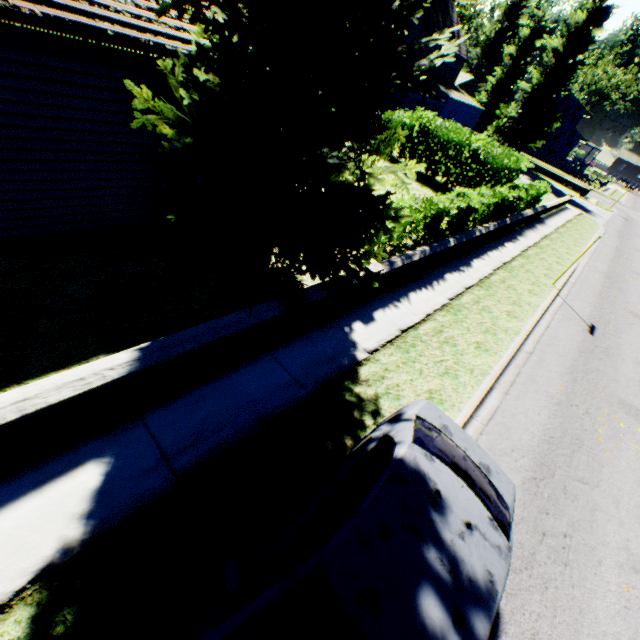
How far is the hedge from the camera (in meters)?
9.79

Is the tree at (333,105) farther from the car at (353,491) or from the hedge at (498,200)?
the car at (353,491)

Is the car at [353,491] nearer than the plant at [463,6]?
Yes

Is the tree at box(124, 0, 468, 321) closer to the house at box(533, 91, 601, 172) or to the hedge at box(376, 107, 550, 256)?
the hedge at box(376, 107, 550, 256)

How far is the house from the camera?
52.2m

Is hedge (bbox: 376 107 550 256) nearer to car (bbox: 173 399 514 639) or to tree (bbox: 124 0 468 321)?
tree (bbox: 124 0 468 321)

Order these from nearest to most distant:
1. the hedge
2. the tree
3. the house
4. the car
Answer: the car → the tree → the hedge → the house

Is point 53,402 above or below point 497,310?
above
